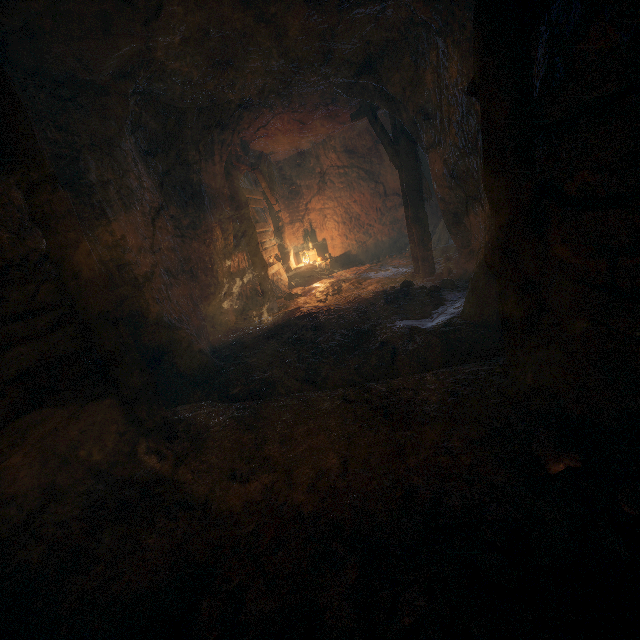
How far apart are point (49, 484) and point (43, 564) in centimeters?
73cm

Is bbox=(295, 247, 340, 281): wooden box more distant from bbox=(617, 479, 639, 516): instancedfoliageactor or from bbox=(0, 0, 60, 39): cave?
bbox=(617, 479, 639, 516): instancedfoliageactor

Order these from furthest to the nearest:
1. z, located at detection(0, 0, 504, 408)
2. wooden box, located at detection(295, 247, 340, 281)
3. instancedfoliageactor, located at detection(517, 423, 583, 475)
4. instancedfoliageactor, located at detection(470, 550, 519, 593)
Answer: wooden box, located at detection(295, 247, 340, 281) → z, located at detection(0, 0, 504, 408) → instancedfoliageactor, located at detection(517, 423, 583, 475) → instancedfoliageactor, located at detection(470, 550, 519, 593)

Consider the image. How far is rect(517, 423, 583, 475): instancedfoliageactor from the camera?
2.06m

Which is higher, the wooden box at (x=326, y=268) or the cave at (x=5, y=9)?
the cave at (x=5, y=9)

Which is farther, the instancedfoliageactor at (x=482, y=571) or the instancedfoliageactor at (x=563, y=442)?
the instancedfoliageactor at (x=563, y=442)

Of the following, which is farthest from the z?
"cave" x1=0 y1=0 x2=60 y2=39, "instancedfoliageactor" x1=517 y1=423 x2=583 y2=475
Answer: "instancedfoliageactor" x1=517 y1=423 x2=583 y2=475

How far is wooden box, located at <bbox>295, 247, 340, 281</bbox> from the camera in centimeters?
1152cm
